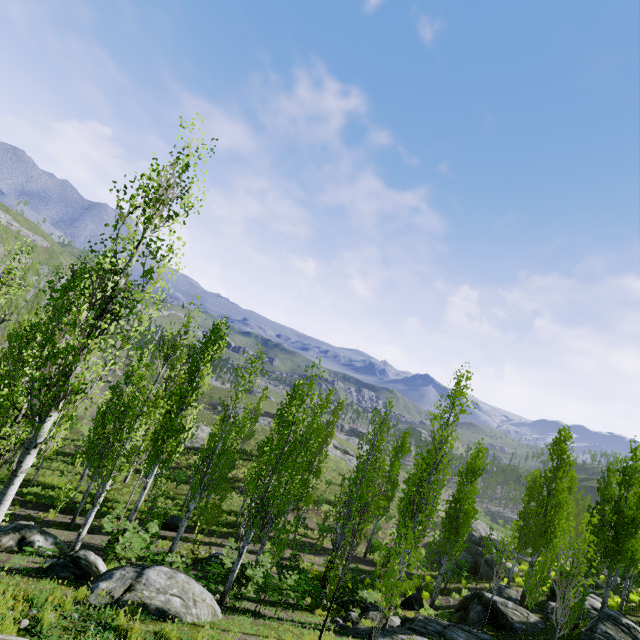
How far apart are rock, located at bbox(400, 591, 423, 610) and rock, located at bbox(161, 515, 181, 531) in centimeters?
1475cm

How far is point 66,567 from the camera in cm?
851

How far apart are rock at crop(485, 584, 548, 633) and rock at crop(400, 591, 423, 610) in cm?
170

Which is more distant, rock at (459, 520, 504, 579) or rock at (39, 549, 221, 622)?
rock at (459, 520, 504, 579)

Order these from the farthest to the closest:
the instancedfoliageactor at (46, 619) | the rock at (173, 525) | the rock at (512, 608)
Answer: the rock at (173, 525) < the rock at (512, 608) < the instancedfoliageactor at (46, 619)

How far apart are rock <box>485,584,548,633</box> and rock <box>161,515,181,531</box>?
17.5 meters

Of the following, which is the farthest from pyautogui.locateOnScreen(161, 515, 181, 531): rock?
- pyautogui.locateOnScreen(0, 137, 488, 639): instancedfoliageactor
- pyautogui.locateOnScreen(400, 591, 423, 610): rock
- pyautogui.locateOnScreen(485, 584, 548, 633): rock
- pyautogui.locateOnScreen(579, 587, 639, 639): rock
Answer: pyautogui.locateOnScreen(579, 587, 639, 639): rock

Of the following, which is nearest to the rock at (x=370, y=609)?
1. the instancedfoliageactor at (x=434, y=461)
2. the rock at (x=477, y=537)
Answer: the instancedfoliageactor at (x=434, y=461)
